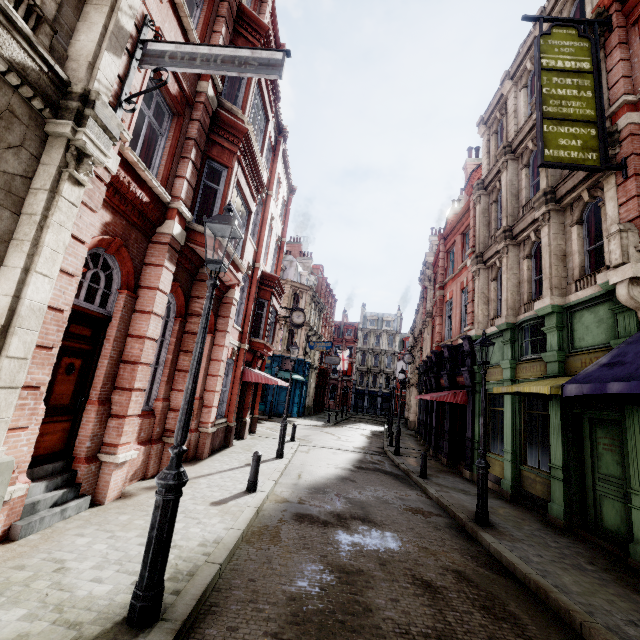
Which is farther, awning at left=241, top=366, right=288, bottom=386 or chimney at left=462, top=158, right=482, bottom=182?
chimney at left=462, top=158, right=482, bottom=182

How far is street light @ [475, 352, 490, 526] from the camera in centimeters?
785cm

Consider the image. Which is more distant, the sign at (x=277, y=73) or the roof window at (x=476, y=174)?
the roof window at (x=476, y=174)

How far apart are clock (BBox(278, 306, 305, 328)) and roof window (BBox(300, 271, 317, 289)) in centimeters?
1586cm

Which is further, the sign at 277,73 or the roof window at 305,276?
the roof window at 305,276

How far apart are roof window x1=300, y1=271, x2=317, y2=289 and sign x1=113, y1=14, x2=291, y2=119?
31.4 meters

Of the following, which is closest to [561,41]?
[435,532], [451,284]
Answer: [451,284]

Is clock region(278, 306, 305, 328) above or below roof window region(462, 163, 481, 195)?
below
